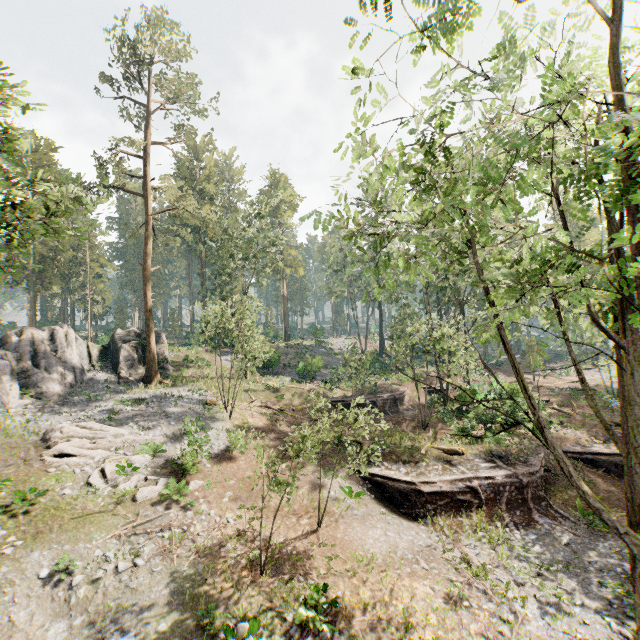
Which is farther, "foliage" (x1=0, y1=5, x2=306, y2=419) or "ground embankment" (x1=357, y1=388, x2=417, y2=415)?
"ground embankment" (x1=357, y1=388, x2=417, y2=415)

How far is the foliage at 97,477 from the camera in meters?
16.0

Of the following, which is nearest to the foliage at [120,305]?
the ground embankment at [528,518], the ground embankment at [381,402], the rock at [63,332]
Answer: the rock at [63,332]

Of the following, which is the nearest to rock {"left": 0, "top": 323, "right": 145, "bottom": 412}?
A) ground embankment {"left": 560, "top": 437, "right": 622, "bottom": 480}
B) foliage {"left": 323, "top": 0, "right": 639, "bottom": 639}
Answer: foliage {"left": 323, "top": 0, "right": 639, "bottom": 639}

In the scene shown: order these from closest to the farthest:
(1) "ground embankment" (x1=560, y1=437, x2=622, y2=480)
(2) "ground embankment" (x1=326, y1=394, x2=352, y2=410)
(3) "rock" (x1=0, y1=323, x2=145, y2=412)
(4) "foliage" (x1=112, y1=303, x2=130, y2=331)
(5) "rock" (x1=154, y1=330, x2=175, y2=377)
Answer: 1. (1) "ground embankment" (x1=560, y1=437, x2=622, y2=480)
2. (3) "rock" (x1=0, y1=323, x2=145, y2=412)
3. (2) "ground embankment" (x1=326, y1=394, x2=352, y2=410)
4. (5) "rock" (x1=154, y1=330, x2=175, y2=377)
5. (4) "foliage" (x1=112, y1=303, x2=130, y2=331)

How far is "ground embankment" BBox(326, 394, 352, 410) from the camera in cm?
3008

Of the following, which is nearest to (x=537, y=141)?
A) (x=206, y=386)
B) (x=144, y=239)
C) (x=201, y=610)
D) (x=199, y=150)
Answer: (x=201, y=610)

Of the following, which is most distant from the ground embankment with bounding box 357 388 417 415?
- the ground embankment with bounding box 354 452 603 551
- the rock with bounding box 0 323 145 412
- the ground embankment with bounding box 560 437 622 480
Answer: the rock with bounding box 0 323 145 412
